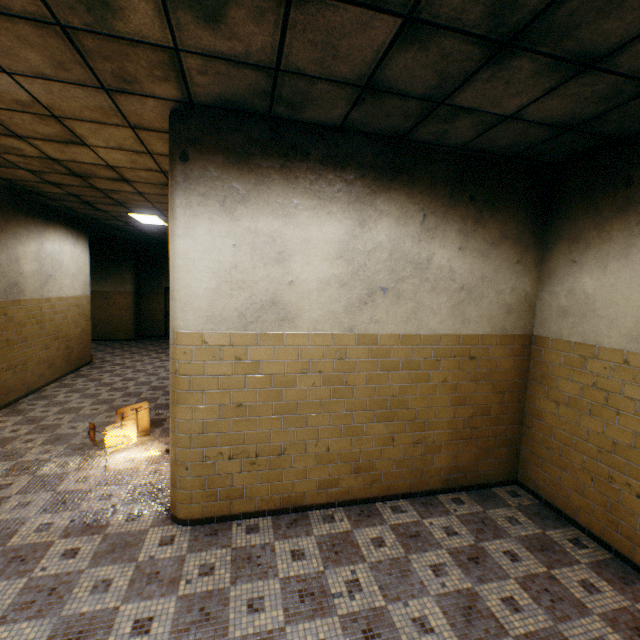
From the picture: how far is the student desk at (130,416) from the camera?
4.5 meters

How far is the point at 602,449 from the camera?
3.2 meters

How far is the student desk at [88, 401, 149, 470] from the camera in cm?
446
